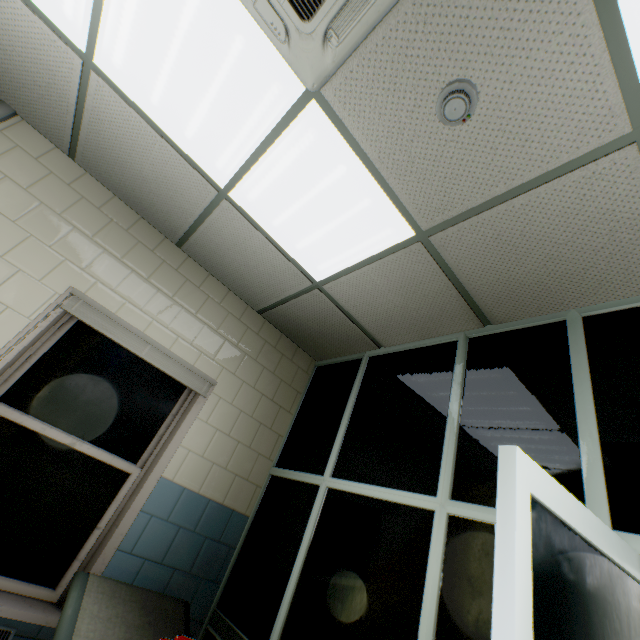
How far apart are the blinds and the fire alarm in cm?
252

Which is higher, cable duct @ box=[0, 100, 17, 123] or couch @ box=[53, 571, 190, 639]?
cable duct @ box=[0, 100, 17, 123]

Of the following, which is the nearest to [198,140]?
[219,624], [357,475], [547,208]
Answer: [547,208]

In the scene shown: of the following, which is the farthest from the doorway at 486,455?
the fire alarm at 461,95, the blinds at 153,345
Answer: the blinds at 153,345

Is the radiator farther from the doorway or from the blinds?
the doorway

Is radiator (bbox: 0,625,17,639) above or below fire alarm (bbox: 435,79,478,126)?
below

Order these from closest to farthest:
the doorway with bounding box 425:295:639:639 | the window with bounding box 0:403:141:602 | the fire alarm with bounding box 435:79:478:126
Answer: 1. the doorway with bounding box 425:295:639:639
2. the fire alarm with bounding box 435:79:478:126
3. the window with bounding box 0:403:141:602

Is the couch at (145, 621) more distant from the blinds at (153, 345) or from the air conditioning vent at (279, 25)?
the air conditioning vent at (279, 25)
